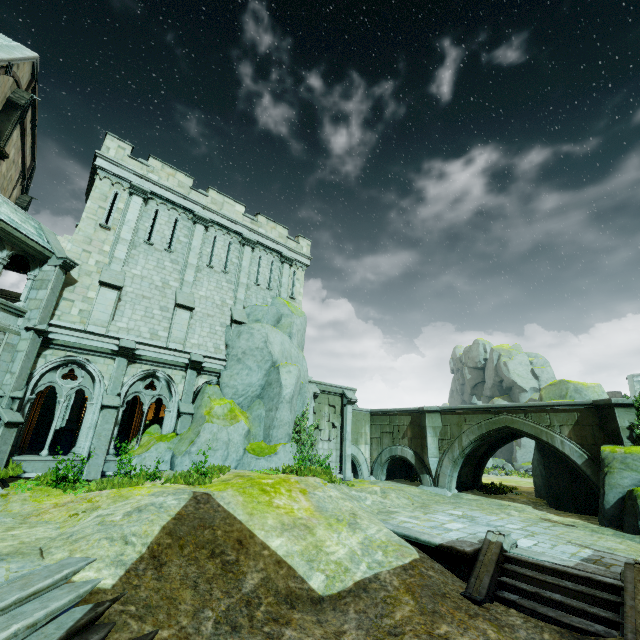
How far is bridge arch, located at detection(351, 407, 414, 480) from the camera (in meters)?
22.53

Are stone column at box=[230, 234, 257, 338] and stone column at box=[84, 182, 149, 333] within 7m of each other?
yes

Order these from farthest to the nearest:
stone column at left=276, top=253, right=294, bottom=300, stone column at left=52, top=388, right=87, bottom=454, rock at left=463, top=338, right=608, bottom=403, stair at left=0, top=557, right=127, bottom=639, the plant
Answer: stone column at left=276, top=253, right=294, bottom=300 → rock at left=463, top=338, right=608, bottom=403 → stone column at left=52, top=388, right=87, bottom=454 → the plant → stair at left=0, top=557, right=127, bottom=639

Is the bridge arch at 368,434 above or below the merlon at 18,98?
below

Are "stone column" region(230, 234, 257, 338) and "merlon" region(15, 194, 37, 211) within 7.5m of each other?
no

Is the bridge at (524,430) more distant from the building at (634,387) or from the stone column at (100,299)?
the building at (634,387)

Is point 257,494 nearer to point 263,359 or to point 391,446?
point 263,359

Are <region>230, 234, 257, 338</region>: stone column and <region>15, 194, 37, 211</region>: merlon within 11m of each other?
no
